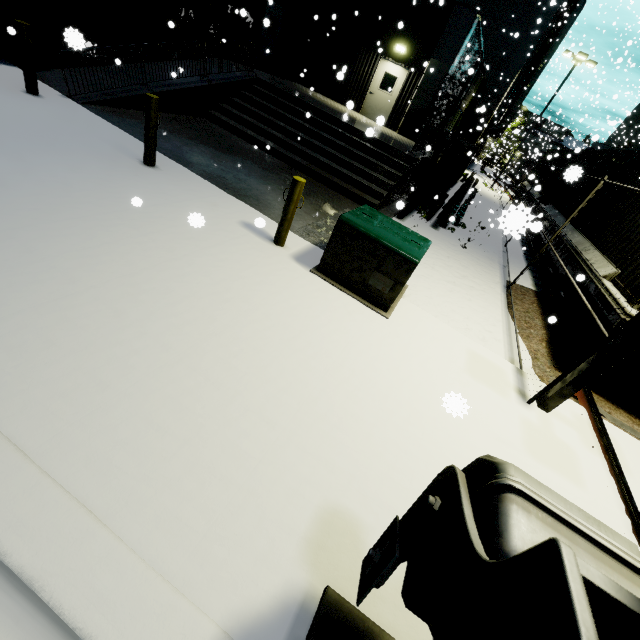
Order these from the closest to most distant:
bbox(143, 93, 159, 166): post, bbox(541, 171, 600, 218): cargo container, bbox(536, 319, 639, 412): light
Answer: bbox(536, 319, 639, 412): light, bbox(143, 93, 159, 166): post, bbox(541, 171, 600, 218): cargo container

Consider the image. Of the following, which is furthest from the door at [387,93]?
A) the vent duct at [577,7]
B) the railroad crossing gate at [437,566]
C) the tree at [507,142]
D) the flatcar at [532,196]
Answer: the vent duct at [577,7]

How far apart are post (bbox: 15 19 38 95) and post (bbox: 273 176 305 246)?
5.9 meters

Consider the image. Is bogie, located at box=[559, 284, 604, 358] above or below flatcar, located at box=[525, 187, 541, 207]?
below

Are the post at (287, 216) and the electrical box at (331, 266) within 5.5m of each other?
yes

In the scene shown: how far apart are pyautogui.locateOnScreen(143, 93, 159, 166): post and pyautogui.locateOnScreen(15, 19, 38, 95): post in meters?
2.9 m

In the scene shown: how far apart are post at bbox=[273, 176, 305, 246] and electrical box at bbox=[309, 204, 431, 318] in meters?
0.6 m

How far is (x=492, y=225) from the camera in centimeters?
884cm
